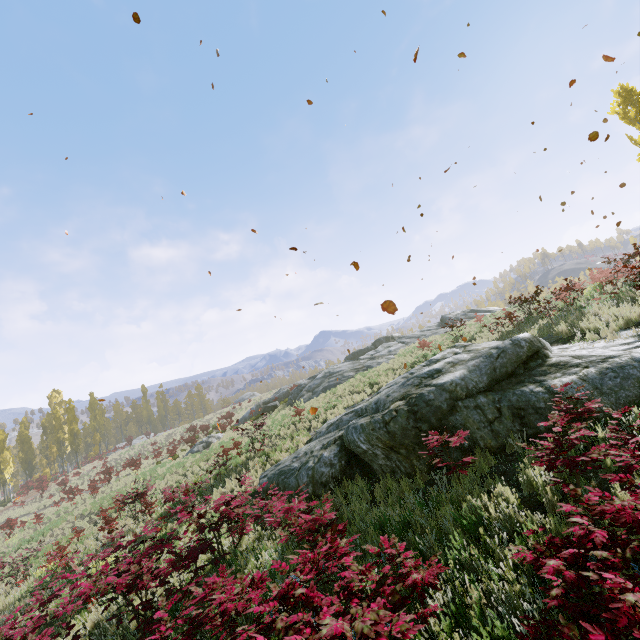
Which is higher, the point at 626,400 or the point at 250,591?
the point at 626,400

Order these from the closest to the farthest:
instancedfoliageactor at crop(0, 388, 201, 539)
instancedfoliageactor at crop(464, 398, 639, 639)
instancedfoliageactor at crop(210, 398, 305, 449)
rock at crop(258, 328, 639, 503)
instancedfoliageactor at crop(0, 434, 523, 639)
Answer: instancedfoliageactor at crop(464, 398, 639, 639) → instancedfoliageactor at crop(0, 434, 523, 639) → rock at crop(258, 328, 639, 503) → instancedfoliageactor at crop(210, 398, 305, 449) → instancedfoliageactor at crop(0, 388, 201, 539)

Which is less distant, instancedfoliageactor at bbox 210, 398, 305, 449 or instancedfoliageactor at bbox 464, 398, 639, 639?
instancedfoliageactor at bbox 464, 398, 639, 639

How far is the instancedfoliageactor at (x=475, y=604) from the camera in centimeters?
361cm

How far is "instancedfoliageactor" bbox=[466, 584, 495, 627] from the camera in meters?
3.6 m

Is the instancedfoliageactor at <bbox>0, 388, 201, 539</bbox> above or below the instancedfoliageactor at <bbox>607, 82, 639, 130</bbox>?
below
